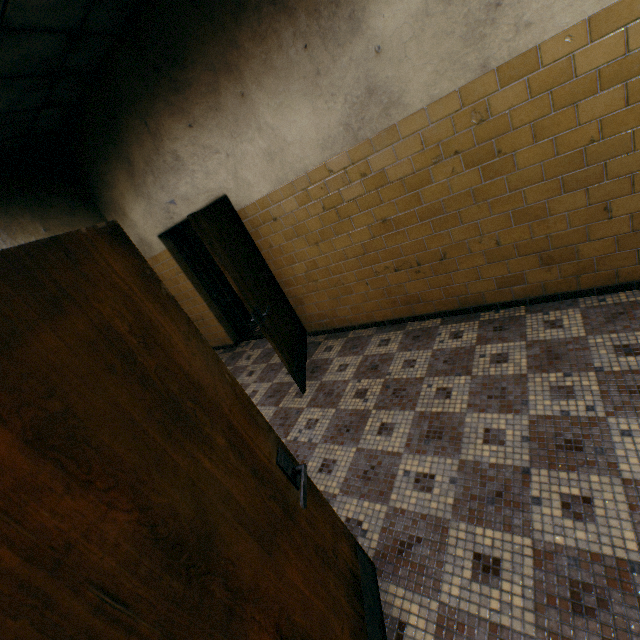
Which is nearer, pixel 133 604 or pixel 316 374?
pixel 133 604

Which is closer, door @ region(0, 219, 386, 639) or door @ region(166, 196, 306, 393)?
door @ region(0, 219, 386, 639)

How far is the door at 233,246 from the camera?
3.0 meters

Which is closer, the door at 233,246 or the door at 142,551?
the door at 142,551

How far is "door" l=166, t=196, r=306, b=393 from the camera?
3.0m
